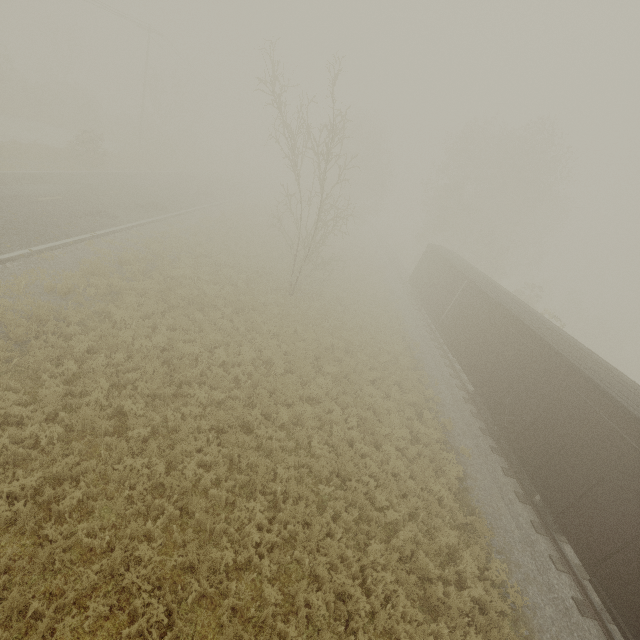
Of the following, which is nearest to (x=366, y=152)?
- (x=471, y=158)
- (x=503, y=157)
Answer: (x=471, y=158)
